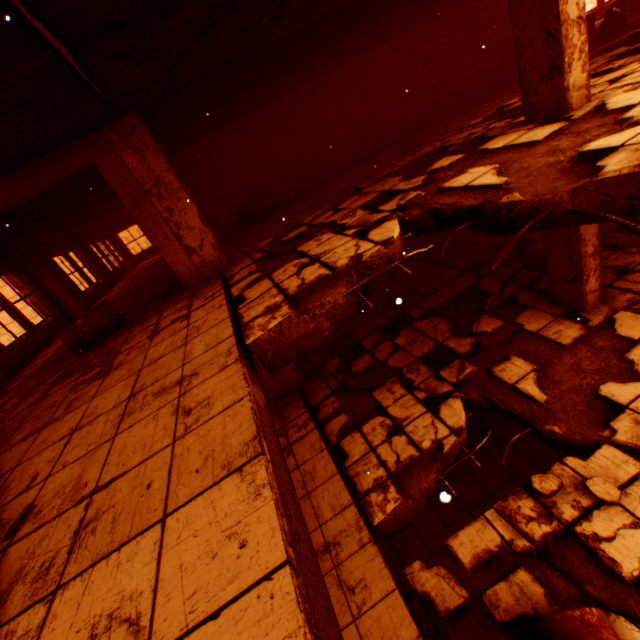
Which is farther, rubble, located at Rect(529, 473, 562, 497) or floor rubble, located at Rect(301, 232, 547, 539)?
floor rubble, located at Rect(301, 232, 547, 539)

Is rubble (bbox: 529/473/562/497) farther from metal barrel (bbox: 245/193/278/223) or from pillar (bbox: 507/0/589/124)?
metal barrel (bbox: 245/193/278/223)

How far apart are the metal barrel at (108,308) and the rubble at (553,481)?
6.54m

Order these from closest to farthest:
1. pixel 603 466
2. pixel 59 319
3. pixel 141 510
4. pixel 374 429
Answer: pixel 141 510 < pixel 603 466 < pixel 374 429 < pixel 59 319

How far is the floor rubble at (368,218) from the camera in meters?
2.9 m

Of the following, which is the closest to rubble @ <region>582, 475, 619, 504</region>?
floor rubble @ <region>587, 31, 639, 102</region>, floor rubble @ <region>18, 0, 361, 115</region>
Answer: floor rubble @ <region>587, 31, 639, 102</region>

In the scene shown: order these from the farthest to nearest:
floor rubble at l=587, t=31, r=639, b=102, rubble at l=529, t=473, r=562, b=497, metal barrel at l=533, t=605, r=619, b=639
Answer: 1. floor rubble at l=587, t=31, r=639, b=102
2. rubble at l=529, t=473, r=562, b=497
3. metal barrel at l=533, t=605, r=619, b=639

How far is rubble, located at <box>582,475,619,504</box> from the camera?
3.2 meters
